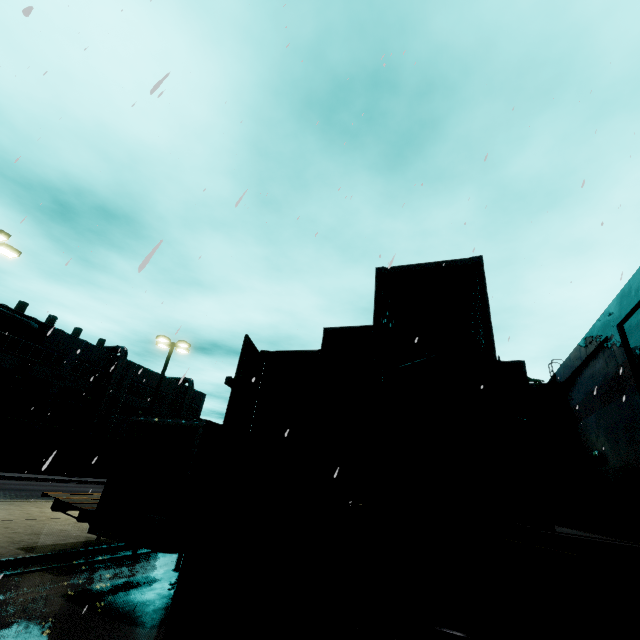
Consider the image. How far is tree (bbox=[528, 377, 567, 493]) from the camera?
20.2m

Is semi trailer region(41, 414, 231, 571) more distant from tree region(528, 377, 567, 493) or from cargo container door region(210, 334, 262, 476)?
tree region(528, 377, 567, 493)

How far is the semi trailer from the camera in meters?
7.3

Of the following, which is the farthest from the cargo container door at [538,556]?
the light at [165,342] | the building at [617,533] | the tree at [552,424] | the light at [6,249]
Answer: the tree at [552,424]

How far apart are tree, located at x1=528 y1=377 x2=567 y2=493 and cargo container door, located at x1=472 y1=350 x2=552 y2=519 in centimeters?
1958cm

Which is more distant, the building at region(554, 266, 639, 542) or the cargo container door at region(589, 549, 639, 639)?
the building at region(554, 266, 639, 542)

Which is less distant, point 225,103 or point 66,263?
point 66,263

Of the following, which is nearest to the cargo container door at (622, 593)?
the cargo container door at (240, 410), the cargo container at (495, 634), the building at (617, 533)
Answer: the cargo container at (495, 634)
